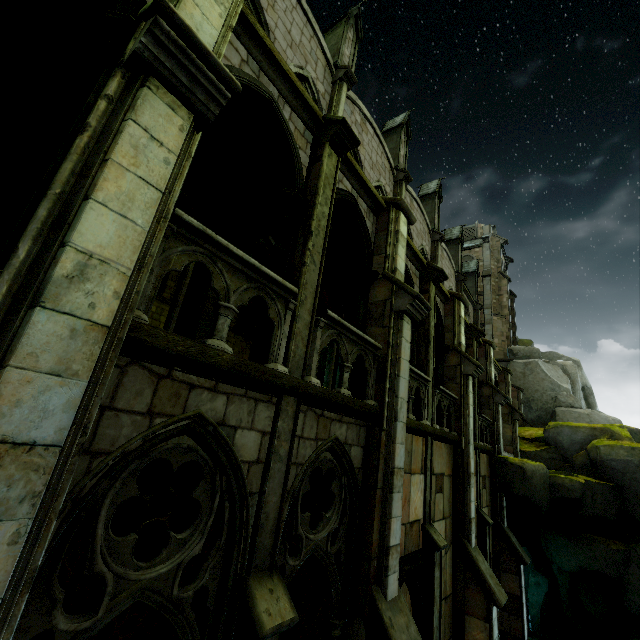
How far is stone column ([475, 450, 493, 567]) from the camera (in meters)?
12.09

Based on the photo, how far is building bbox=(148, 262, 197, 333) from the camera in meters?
6.9

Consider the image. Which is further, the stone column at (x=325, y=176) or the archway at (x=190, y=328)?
the archway at (x=190, y=328)

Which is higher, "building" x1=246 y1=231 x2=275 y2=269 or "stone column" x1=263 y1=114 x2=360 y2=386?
"building" x1=246 y1=231 x2=275 y2=269

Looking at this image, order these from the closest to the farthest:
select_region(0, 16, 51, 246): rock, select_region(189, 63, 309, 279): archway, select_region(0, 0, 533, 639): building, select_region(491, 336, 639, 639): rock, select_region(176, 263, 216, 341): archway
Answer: select_region(0, 0, 533, 639): building
select_region(0, 16, 51, 246): rock
select_region(189, 63, 309, 279): archway
select_region(176, 263, 216, 341): archway
select_region(491, 336, 639, 639): rock

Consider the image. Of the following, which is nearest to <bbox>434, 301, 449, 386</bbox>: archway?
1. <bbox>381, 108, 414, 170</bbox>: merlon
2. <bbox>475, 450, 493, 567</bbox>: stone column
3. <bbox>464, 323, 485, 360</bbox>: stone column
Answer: <bbox>464, 323, 485, 360</bbox>: stone column

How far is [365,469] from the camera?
6.2m

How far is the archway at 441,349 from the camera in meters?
12.1
